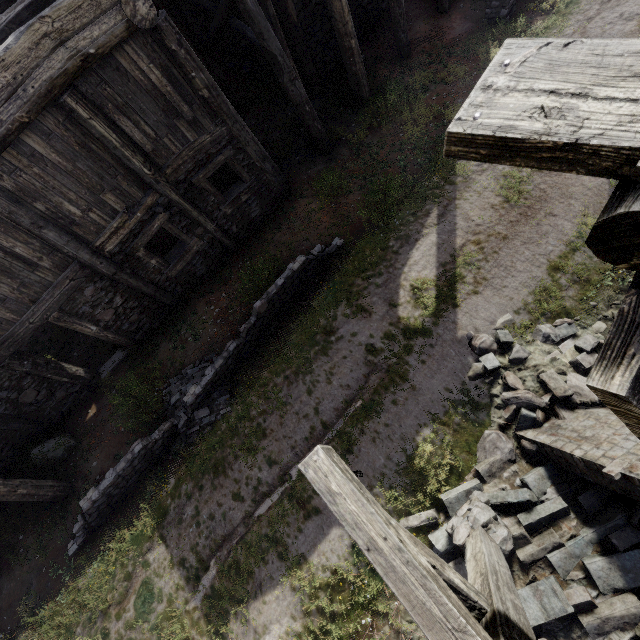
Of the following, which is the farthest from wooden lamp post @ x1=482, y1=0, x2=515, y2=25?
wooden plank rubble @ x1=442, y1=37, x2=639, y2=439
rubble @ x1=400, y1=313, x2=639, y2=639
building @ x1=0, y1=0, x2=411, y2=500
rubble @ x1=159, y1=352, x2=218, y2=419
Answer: rubble @ x1=159, y1=352, x2=218, y2=419

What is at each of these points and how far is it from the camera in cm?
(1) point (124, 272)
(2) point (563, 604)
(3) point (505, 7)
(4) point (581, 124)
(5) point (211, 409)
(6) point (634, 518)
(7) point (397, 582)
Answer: (1) building, 824
(2) rubble, 405
(3) wooden lamp post, 1018
(4) wooden plank rubble, 97
(5) rubble, 773
(6) building, 411
(7) wooden lamp post, 162

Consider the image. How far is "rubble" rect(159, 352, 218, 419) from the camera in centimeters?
797cm

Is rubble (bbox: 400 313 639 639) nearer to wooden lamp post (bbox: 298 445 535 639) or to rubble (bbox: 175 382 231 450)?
wooden lamp post (bbox: 298 445 535 639)

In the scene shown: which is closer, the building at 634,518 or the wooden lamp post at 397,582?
the wooden lamp post at 397,582

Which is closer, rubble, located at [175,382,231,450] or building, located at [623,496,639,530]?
building, located at [623,496,639,530]

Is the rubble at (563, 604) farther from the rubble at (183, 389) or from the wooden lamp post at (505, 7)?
the wooden lamp post at (505, 7)

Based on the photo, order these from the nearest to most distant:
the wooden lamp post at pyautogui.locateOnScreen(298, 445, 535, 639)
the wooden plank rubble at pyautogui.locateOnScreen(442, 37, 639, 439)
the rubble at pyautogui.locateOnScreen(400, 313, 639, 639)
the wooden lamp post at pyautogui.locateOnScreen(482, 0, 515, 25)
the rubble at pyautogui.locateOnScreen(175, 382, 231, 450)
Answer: the wooden plank rubble at pyautogui.locateOnScreen(442, 37, 639, 439) < the wooden lamp post at pyautogui.locateOnScreen(298, 445, 535, 639) < the rubble at pyautogui.locateOnScreen(400, 313, 639, 639) < the rubble at pyautogui.locateOnScreen(175, 382, 231, 450) < the wooden lamp post at pyautogui.locateOnScreen(482, 0, 515, 25)
